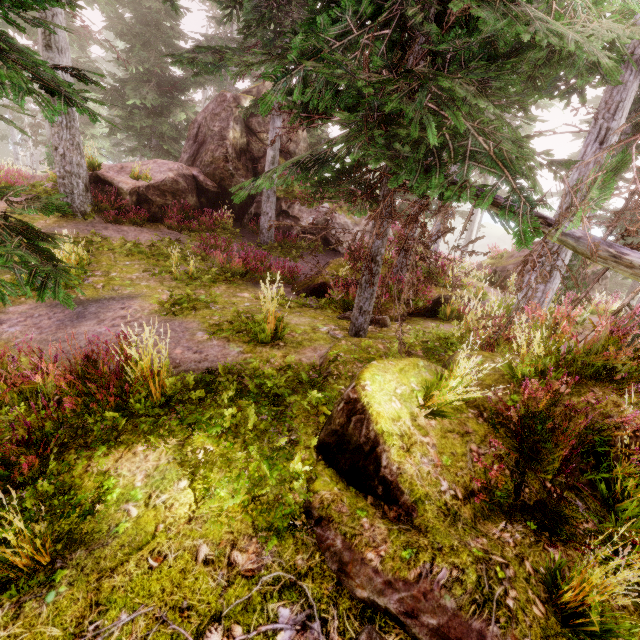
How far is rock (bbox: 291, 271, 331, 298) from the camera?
10.18m

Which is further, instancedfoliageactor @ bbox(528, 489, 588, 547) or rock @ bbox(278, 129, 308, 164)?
rock @ bbox(278, 129, 308, 164)

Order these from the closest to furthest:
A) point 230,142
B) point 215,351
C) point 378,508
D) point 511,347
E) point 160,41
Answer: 1. point 378,508
2. point 511,347
3. point 215,351
4. point 230,142
5. point 160,41

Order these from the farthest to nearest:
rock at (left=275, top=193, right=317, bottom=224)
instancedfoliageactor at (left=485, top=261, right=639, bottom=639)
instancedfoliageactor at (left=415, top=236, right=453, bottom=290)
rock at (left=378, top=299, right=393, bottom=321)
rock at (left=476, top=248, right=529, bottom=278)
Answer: rock at (left=476, top=248, right=529, bottom=278), rock at (left=275, top=193, right=317, bottom=224), rock at (left=378, top=299, right=393, bottom=321), instancedfoliageactor at (left=415, top=236, right=453, bottom=290), instancedfoliageactor at (left=485, top=261, right=639, bottom=639)

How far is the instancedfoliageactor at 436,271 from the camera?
6.32m

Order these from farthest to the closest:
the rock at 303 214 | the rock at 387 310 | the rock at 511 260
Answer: the rock at 511 260
the rock at 303 214
the rock at 387 310

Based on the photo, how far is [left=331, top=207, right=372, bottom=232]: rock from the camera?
16.2 meters

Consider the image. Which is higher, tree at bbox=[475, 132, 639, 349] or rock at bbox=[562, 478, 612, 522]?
tree at bbox=[475, 132, 639, 349]
